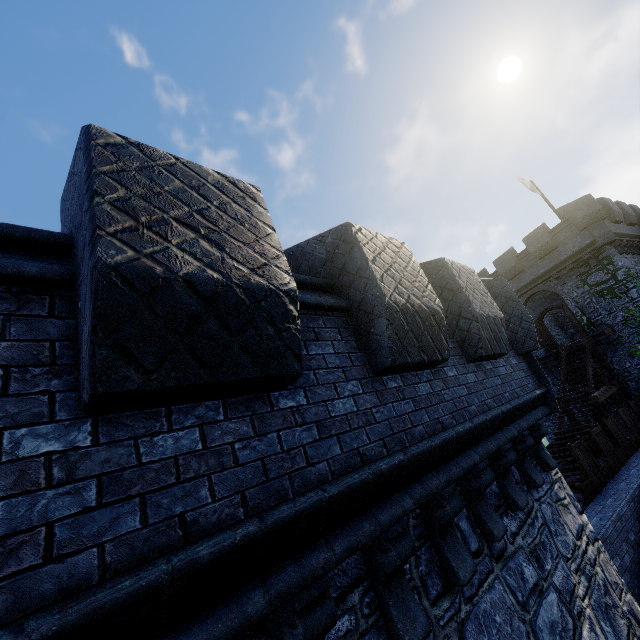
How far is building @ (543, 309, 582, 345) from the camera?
27.4 meters

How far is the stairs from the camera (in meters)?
14.37

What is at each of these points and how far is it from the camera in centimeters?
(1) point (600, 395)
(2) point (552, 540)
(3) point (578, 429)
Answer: (1) wooden beam, 1562cm
(2) building, 496cm
(3) stairs, 1522cm

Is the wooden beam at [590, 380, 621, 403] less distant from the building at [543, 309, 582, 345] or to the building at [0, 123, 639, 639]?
the building at [543, 309, 582, 345]

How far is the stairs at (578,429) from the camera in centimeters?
1437cm

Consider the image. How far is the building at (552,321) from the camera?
27.4m

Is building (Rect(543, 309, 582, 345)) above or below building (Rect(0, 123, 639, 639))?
above

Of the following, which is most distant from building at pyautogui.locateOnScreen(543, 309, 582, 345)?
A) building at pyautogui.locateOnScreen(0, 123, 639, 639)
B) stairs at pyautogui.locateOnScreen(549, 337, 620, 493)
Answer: building at pyautogui.locateOnScreen(0, 123, 639, 639)
